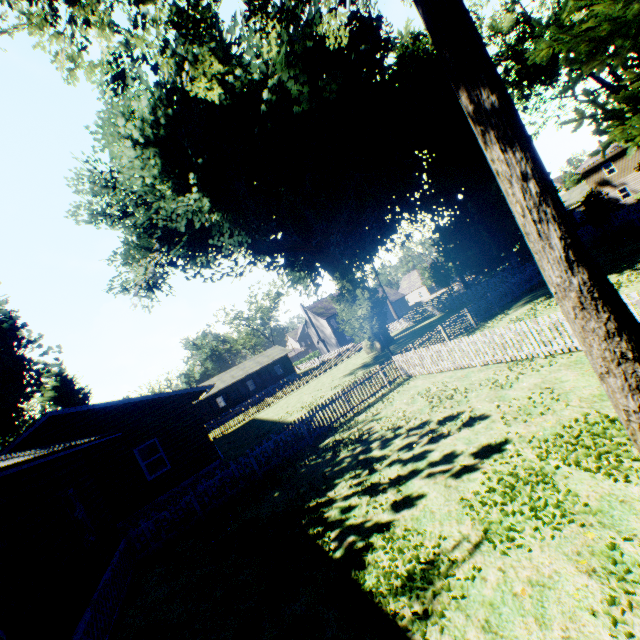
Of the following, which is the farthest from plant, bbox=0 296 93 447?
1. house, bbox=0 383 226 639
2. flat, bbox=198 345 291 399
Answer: flat, bbox=198 345 291 399

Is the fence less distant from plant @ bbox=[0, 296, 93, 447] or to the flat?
plant @ bbox=[0, 296, 93, 447]

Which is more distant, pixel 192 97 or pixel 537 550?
pixel 192 97

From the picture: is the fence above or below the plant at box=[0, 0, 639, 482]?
below

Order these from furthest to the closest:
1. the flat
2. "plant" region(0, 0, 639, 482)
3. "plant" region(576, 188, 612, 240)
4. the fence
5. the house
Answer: the flat < "plant" region(576, 188, 612, 240) < the fence < the house < "plant" region(0, 0, 639, 482)

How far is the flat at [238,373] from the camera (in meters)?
48.22

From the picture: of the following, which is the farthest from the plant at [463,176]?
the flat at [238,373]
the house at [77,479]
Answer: the flat at [238,373]
